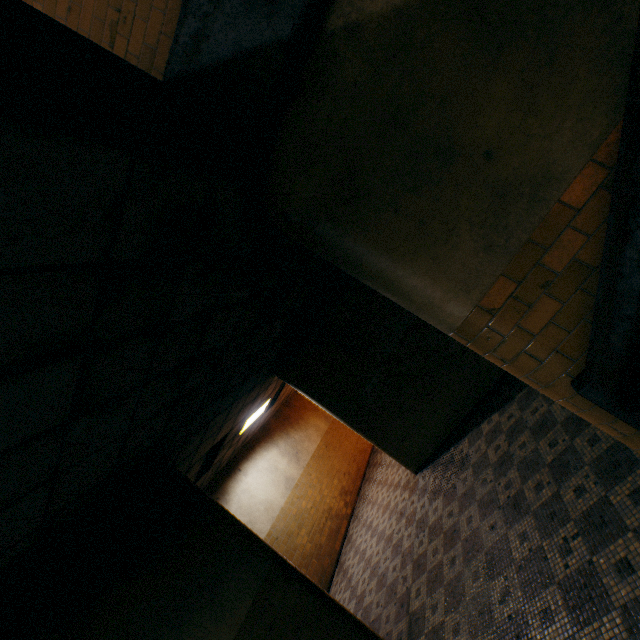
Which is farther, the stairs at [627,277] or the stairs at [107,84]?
the stairs at [627,277]

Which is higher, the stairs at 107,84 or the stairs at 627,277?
the stairs at 107,84

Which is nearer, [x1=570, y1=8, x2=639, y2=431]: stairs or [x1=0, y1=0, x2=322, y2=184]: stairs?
[x1=0, y1=0, x2=322, y2=184]: stairs

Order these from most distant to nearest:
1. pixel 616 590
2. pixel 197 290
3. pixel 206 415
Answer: pixel 206 415, pixel 197 290, pixel 616 590

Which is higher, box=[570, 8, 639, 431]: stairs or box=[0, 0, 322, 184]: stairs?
box=[0, 0, 322, 184]: stairs
